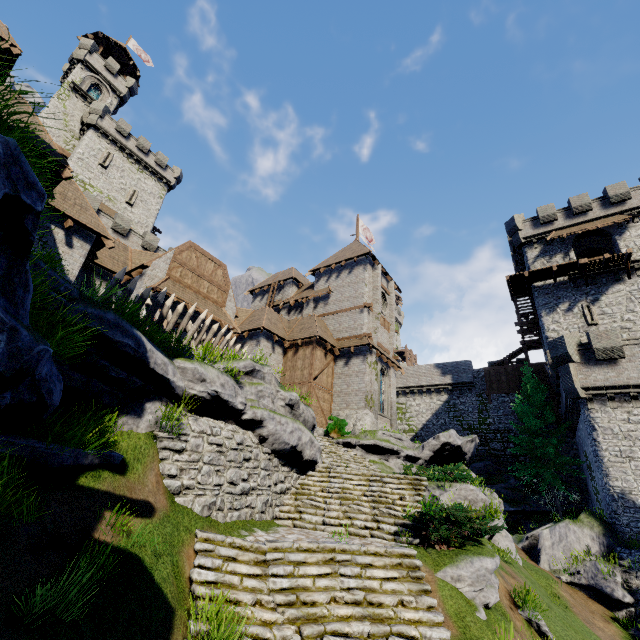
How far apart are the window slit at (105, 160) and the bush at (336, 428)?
37.8m

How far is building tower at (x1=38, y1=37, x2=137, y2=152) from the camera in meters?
36.0

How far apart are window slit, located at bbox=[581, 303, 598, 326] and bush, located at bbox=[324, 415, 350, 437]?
20.80m

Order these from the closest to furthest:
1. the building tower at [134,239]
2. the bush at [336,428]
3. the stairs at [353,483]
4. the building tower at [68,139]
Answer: the stairs at [353,483] → the bush at [336,428] → the building tower at [134,239] → the building tower at [68,139]

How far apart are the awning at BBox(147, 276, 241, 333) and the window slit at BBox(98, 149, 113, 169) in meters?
28.1 m

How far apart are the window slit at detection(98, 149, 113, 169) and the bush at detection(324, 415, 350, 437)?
37.83m

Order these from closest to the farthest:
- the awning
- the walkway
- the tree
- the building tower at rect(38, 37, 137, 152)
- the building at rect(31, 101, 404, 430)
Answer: the building at rect(31, 101, 404, 430)
the awning
the tree
the walkway
the building tower at rect(38, 37, 137, 152)

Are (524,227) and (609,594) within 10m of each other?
no
